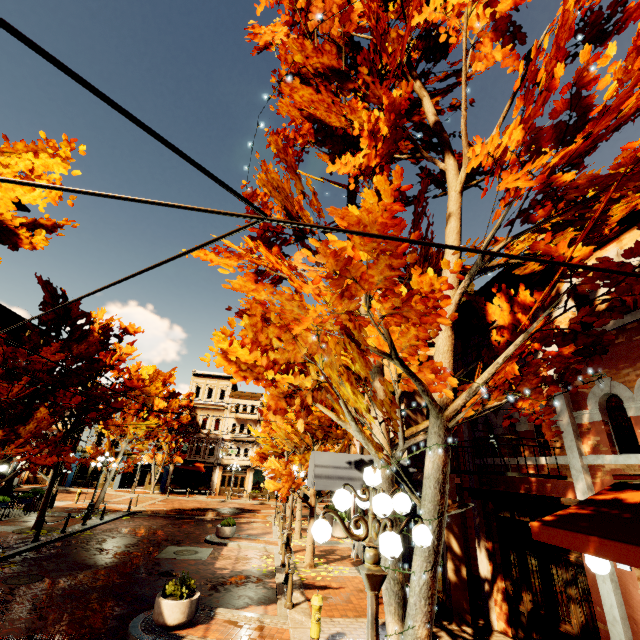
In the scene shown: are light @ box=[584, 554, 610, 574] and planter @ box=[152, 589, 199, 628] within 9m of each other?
yes

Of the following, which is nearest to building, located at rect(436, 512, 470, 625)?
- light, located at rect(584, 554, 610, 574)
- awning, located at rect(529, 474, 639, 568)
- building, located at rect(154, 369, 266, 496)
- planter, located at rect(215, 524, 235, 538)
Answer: awning, located at rect(529, 474, 639, 568)

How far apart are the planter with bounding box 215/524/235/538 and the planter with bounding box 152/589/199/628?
9.0m

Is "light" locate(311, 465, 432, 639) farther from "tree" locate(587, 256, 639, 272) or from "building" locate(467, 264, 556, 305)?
"building" locate(467, 264, 556, 305)

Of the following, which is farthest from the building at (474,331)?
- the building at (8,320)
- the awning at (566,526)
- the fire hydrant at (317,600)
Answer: the building at (8,320)

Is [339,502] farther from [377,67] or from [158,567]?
[158,567]

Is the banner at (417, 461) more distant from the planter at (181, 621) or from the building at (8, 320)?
the building at (8, 320)

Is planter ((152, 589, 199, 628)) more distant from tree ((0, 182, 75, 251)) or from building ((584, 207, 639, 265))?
building ((584, 207, 639, 265))
